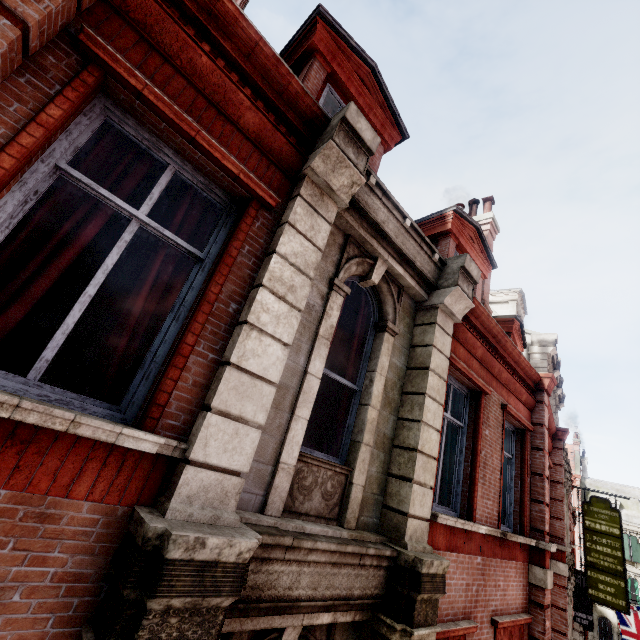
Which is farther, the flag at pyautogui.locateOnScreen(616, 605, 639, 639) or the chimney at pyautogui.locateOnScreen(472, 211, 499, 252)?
the flag at pyautogui.locateOnScreen(616, 605, 639, 639)

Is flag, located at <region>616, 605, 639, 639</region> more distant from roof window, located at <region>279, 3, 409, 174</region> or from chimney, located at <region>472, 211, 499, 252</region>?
roof window, located at <region>279, 3, 409, 174</region>

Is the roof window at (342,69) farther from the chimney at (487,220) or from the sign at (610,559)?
the sign at (610,559)

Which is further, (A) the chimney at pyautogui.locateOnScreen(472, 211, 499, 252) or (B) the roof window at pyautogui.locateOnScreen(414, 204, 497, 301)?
(A) the chimney at pyautogui.locateOnScreen(472, 211, 499, 252)

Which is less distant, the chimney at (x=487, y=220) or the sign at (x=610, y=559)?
the chimney at (x=487, y=220)

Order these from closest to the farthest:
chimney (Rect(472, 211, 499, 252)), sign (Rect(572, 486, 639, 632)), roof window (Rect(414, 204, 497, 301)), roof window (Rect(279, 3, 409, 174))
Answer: roof window (Rect(279, 3, 409, 174)), roof window (Rect(414, 204, 497, 301)), chimney (Rect(472, 211, 499, 252)), sign (Rect(572, 486, 639, 632))

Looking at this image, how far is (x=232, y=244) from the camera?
2.8m

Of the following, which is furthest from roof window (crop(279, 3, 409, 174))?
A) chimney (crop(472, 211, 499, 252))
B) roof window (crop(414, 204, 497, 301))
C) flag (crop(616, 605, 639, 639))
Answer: flag (crop(616, 605, 639, 639))
